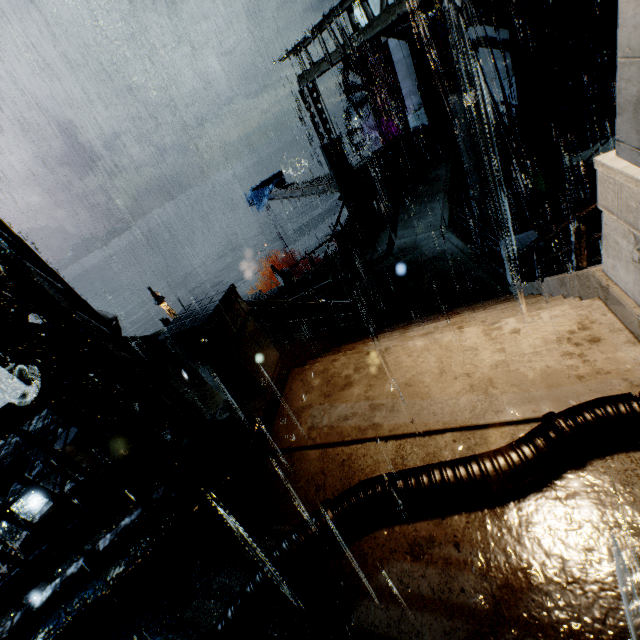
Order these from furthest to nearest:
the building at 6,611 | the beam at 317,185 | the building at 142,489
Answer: the beam at 317,185
the building at 142,489
the building at 6,611

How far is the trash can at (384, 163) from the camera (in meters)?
17.22

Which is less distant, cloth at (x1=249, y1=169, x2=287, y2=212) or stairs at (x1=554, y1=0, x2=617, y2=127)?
stairs at (x1=554, y1=0, x2=617, y2=127)

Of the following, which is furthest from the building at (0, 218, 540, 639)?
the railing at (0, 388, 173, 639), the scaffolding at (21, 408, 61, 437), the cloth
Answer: the cloth

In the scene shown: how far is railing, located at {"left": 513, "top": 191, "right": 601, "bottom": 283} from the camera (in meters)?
3.89

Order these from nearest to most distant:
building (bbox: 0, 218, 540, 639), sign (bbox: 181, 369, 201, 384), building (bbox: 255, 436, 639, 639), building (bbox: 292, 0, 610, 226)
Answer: building (bbox: 255, 436, 639, 639) < building (bbox: 0, 218, 540, 639) < building (bbox: 292, 0, 610, 226) < sign (bbox: 181, 369, 201, 384)

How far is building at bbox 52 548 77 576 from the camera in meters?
3.8

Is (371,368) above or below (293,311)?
above
